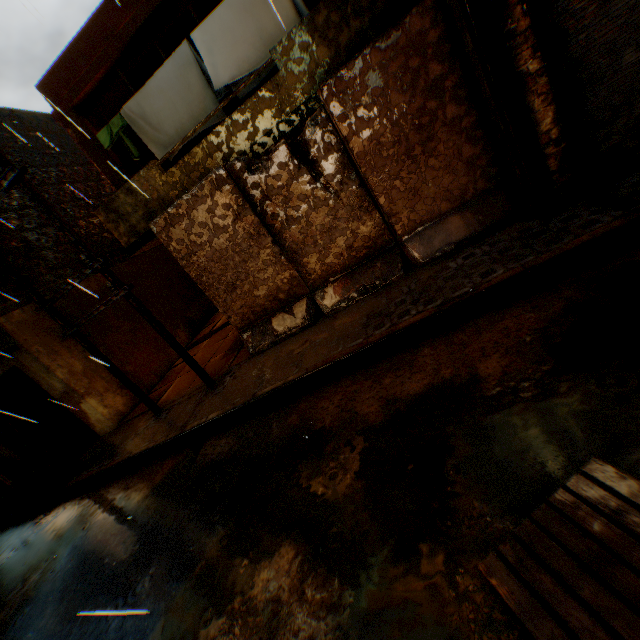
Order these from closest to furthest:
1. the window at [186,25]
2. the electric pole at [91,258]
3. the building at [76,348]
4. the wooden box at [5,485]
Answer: the electric pole at [91,258], the window at [186,25], the building at [76,348], the wooden box at [5,485]

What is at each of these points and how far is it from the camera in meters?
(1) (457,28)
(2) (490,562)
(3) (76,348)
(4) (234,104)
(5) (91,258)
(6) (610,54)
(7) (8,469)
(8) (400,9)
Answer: (1) building, 4.5
(2) wooden pallet, 1.9
(3) building, 8.9
(4) window, 7.3
(5) electric pole, 6.1
(6) rolling overhead door, 4.1
(7) trash bag, 9.9
(8) wooden beam, 5.9

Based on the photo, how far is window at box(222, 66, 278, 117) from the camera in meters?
6.9 m

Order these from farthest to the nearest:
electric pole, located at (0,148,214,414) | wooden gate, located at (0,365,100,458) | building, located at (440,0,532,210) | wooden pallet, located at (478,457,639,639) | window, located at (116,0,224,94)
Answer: wooden gate, located at (0,365,100,458)
window, located at (116,0,224,94)
electric pole, located at (0,148,214,414)
building, located at (440,0,532,210)
wooden pallet, located at (478,457,639,639)

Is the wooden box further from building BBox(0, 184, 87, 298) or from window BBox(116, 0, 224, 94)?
window BBox(116, 0, 224, 94)

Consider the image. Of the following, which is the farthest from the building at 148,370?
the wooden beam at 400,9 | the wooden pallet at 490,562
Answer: the wooden pallet at 490,562

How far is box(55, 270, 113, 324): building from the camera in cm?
916
